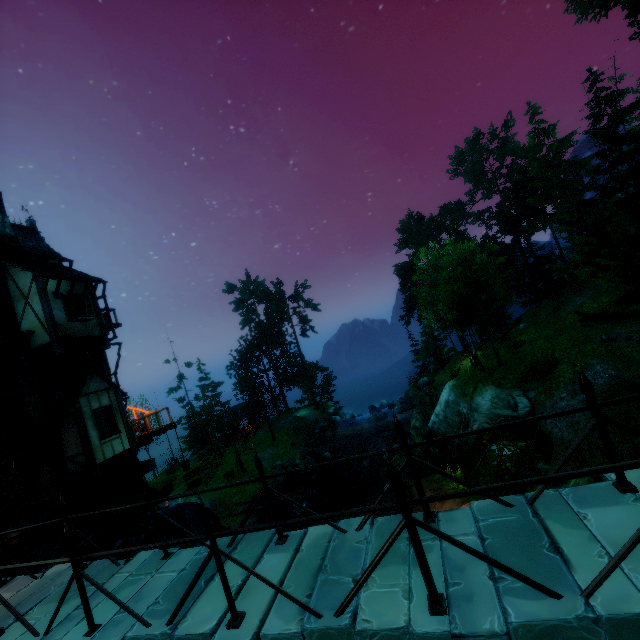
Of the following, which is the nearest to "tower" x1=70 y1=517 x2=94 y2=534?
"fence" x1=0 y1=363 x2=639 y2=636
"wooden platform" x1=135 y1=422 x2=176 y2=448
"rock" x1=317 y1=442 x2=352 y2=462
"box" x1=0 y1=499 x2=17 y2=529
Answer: Answer: "wooden platform" x1=135 y1=422 x2=176 y2=448

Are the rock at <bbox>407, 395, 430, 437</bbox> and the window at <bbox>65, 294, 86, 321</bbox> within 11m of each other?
no

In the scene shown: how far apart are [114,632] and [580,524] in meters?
5.7 m

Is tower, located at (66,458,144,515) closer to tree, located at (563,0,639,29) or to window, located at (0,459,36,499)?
window, located at (0,459,36,499)

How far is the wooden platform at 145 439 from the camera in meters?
15.7

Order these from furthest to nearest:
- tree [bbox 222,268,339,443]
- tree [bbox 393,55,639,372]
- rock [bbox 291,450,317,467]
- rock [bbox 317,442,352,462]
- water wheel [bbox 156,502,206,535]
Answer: tree [bbox 222,268,339,443], rock [bbox 317,442,352,462], rock [bbox 291,450,317,467], tree [bbox 393,55,639,372], water wheel [bbox 156,502,206,535]

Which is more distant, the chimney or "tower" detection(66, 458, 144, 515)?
the chimney

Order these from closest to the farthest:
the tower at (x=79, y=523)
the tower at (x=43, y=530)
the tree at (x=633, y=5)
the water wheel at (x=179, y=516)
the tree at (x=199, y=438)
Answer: the tower at (x=43, y=530) < the tower at (x=79, y=523) < the water wheel at (x=179, y=516) < the tree at (x=633, y=5) < the tree at (x=199, y=438)
